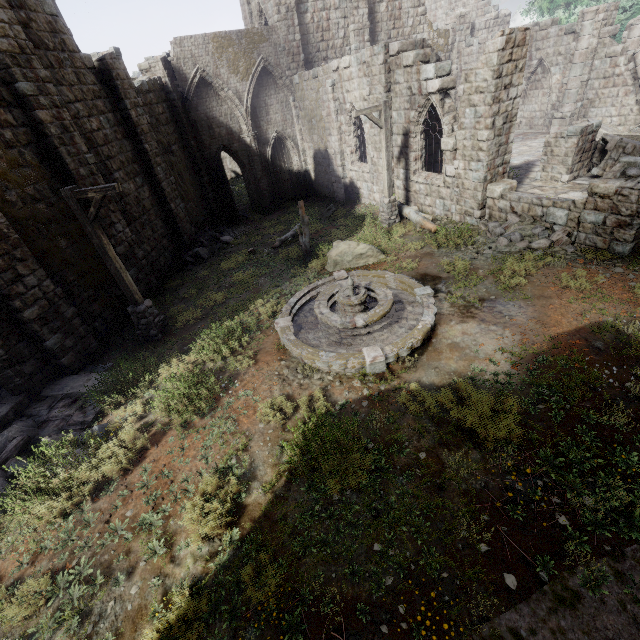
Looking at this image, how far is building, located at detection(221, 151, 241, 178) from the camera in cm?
4097

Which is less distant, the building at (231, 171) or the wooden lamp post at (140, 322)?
the wooden lamp post at (140, 322)

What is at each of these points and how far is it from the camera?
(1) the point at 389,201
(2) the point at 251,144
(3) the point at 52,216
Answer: (1) wooden lamp post, 14.0 meters
(2) column, 20.9 meters
(3) building, 9.9 meters

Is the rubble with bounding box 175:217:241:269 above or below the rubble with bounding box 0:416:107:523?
below

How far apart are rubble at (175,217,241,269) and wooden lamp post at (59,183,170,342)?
6.44m

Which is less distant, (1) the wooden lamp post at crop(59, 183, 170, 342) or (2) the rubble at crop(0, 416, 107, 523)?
(2) the rubble at crop(0, 416, 107, 523)

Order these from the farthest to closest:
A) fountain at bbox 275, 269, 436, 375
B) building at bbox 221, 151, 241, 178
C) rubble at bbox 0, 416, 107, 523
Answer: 1. building at bbox 221, 151, 241, 178
2. fountain at bbox 275, 269, 436, 375
3. rubble at bbox 0, 416, 107, 523

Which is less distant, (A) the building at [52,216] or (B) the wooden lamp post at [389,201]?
(A) the building at [52,216]
